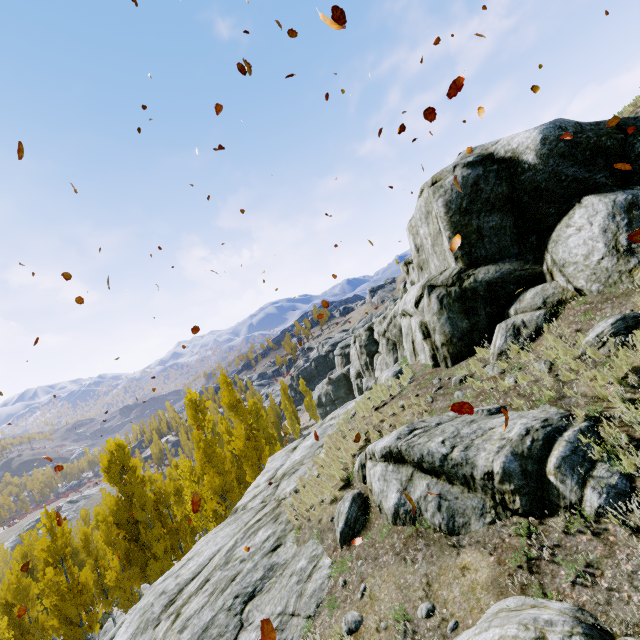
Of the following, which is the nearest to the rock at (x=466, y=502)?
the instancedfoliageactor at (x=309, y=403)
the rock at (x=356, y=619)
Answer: the rock at (x=356, y=619)

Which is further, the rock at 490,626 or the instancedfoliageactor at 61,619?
the instancedfoliageactor at 61,619

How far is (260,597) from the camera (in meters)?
7.39

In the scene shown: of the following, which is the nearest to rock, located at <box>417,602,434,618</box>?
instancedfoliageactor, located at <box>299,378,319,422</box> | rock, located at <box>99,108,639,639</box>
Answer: rock, located at <box>99,108,639,639</box>

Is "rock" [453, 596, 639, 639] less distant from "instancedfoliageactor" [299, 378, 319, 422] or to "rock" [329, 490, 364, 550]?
"rock" [329, 490, 364, 550]

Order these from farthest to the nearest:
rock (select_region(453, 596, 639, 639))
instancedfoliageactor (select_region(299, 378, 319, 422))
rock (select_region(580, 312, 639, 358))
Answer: instancedfoliageactor (select_region(299, 378, 319, 422)) < rock (select_region(580, 312, 639, 358)) < rock (select_region(453, 596, 639, 639))

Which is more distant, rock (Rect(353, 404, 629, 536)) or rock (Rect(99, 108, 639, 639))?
rock (Rect(99, 108, 639, 639))

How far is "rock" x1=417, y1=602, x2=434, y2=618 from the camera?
4.6m
